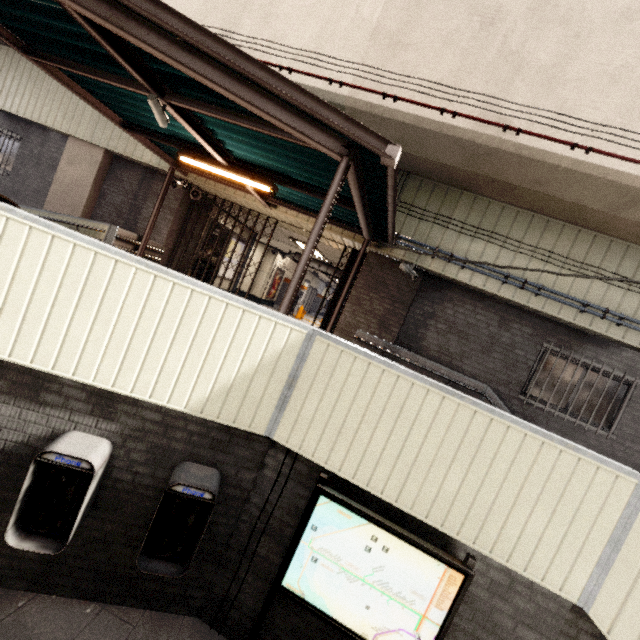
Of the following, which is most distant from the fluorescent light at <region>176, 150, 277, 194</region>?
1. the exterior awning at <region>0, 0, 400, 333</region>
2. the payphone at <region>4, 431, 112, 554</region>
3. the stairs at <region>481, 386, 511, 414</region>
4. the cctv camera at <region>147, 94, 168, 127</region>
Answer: the stairs at <region>481, 386, 511, 414</region>

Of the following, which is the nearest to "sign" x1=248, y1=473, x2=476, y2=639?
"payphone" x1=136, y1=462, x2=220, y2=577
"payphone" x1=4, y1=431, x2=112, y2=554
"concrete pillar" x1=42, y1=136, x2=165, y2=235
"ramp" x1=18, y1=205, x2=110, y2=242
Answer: "payphone" x1=136, y1=462, x2=220, y2=577

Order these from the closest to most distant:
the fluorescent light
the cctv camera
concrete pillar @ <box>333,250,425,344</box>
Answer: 1. the cctv camera
2. the fluorescent light
3. concrete pillar @ <box>333,250,425,344</box>

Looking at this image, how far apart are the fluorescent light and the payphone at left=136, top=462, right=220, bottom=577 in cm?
424

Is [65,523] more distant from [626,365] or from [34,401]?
[626,365]

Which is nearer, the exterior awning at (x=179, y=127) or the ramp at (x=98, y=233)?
the exterior awning at (x=179, y=127)

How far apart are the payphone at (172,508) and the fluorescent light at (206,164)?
4.24m

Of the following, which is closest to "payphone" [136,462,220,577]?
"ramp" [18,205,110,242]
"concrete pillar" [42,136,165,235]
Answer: "ramp" [18,205,110,242]
